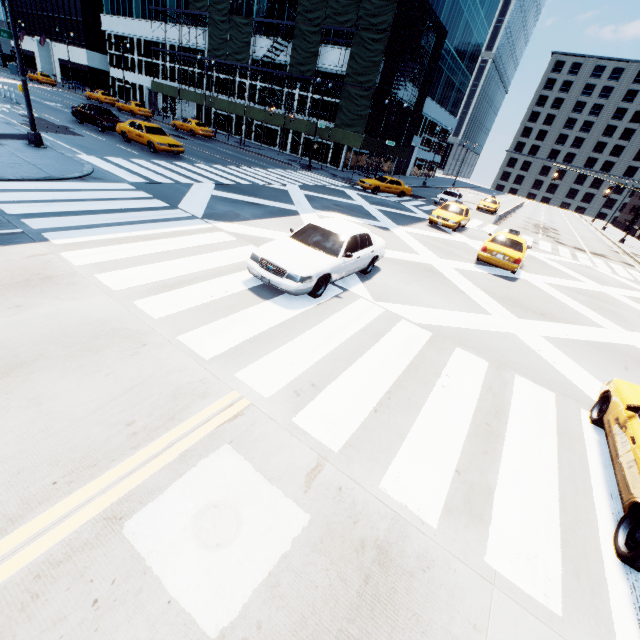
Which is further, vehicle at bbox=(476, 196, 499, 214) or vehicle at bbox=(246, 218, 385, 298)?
vehicle at bbox=(476, 196, 499, 214)

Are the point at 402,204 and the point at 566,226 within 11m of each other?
no

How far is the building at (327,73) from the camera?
32.9 meters

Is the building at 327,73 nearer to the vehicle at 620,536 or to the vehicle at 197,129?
the vehicle at 197,129

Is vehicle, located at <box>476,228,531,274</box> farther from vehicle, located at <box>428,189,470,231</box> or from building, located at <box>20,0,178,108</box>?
building, located at <box>20,0,178,108</box>

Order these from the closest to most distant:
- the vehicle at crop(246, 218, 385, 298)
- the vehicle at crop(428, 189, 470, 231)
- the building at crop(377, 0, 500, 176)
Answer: the vehicle at crop(246, 218, 385, 298), the vehicle at crop(428, 189, 470, 231), the building at crop(377, 0, 500, 176)

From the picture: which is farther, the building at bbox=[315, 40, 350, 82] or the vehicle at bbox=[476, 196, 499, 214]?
the vehicle at bbox=[476, 196, 499, 214]

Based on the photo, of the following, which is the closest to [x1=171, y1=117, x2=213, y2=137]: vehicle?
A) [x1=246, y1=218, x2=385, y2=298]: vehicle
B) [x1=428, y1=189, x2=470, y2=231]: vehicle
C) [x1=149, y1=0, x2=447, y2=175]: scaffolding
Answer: [x1=149, y1=0, x2=447, y2=175]: scaffolding
